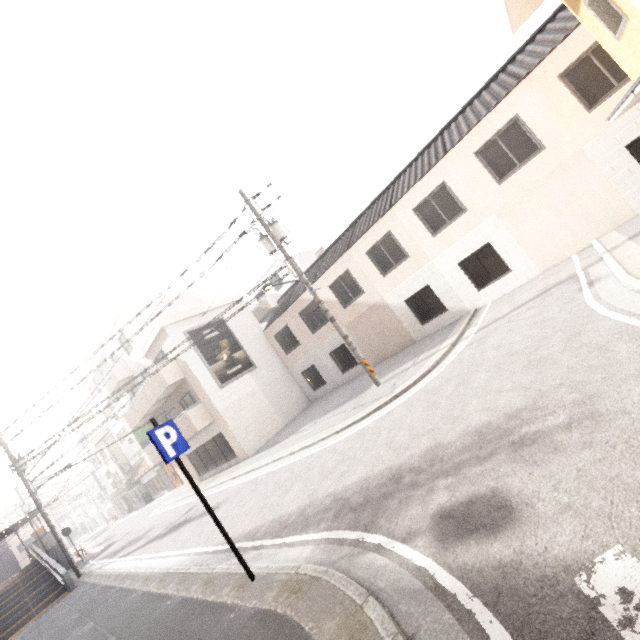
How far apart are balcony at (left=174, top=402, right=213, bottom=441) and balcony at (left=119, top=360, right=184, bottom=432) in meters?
1.6

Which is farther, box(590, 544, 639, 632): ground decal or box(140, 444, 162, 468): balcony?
box(140, 444, 162, 468): balcony

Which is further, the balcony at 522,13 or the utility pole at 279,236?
the utility pole at 279,236

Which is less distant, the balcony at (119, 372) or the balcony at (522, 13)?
the balcony at (522, 13)

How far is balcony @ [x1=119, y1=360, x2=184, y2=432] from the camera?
17.9m

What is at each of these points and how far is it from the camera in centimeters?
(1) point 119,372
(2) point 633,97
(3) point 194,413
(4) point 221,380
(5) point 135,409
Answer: (1) balcony, 2194cm
(2) awning, 589cm
(3) balcony, 1766cm
(4) sign, 1847cm
(5) balcony, 2147cm

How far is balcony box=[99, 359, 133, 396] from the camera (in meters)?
21.81
